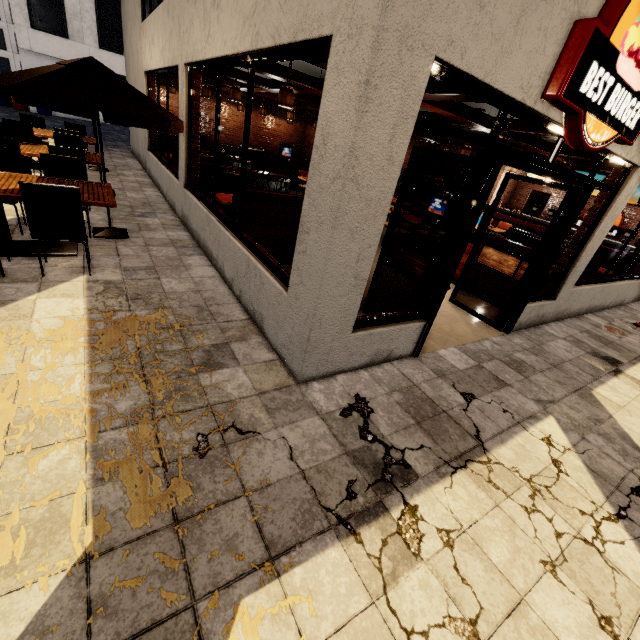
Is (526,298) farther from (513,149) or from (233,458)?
(233,458)

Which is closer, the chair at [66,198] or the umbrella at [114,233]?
the chair at [66,198]

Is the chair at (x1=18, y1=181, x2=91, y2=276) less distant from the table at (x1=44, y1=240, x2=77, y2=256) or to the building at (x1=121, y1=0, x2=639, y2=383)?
the table at (x1=44, y1=240, x2=77, y2=256)

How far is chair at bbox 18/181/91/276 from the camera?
3.3 meters

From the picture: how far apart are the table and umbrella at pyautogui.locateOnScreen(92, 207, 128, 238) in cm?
41

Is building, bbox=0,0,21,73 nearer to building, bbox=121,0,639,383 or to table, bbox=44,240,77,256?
building, bbox=121,0,639,383

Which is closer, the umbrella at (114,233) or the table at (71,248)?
the table at (71,248)

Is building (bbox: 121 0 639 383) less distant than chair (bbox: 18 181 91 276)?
Yes
